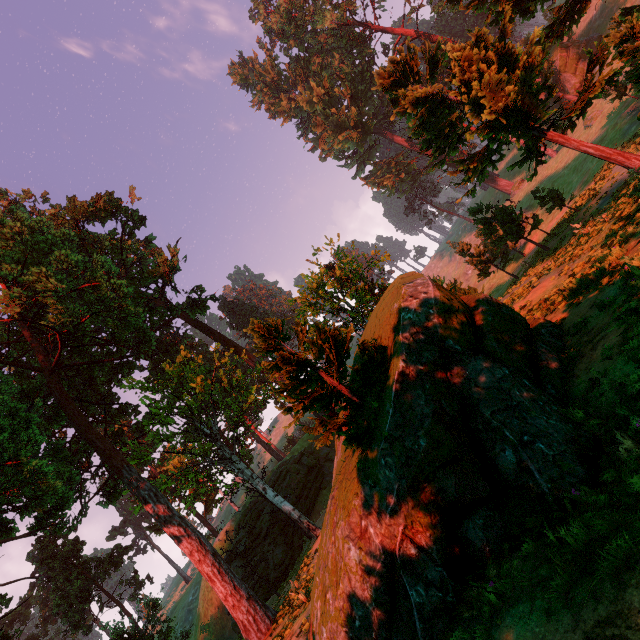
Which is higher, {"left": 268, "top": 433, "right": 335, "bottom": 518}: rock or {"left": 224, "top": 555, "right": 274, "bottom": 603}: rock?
{"left": 268, "top": 433, "right": 335, "bottom": 518}: rock

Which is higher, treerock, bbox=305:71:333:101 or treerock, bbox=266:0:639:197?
treerock, bbox=305:71:333:101

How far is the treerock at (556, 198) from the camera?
23.72m

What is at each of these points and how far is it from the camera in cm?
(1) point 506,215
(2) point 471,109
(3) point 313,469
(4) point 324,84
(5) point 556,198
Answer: (1) treerock, 2317
(2) treerock, 1659
(3) rock, 3628
(4) treerock, 5844
(5) treerock, 2366

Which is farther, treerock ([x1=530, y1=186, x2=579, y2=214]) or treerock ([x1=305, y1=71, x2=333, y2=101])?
treerock ([x1=305, y1=71, x2=333, y2=101])

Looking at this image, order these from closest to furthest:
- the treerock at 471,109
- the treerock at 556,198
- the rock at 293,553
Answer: the treerock at 471,109
the treerock at 556,198
the rock at 293,553

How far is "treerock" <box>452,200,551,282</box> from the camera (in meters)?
22.80
